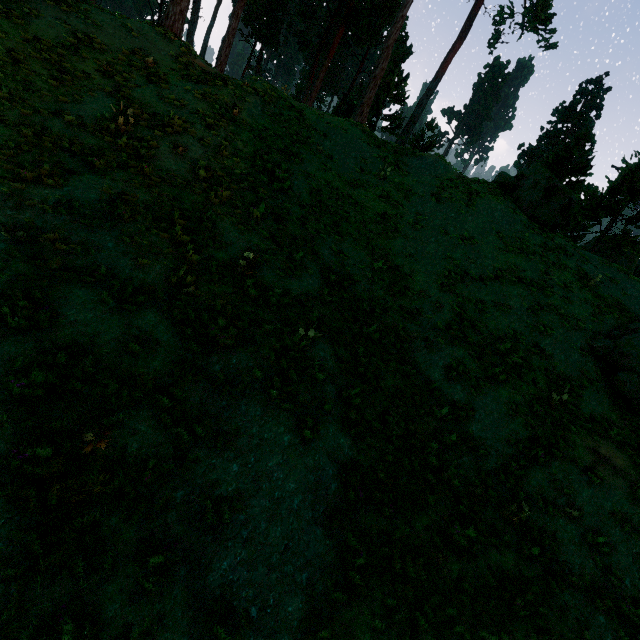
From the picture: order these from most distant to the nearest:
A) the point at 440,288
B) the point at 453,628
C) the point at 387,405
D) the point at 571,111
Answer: the point at 571,111, the point at 440,288, the point at 387,405, the point at 453,628

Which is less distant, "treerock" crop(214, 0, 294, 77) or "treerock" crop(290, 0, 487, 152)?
"treerock" crop(290, 0, 487, 152)

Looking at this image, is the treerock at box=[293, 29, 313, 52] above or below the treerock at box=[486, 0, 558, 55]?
below

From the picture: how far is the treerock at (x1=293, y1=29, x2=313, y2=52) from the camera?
32.4 meters

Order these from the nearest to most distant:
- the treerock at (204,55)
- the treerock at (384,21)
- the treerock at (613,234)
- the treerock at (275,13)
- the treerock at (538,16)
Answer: the treerock at (204,55) → the treerock at (613,234) → the treerock at (384,21) → the treerock at (275,13) → the treerock at (538,16)

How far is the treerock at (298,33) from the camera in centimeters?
3238cm
